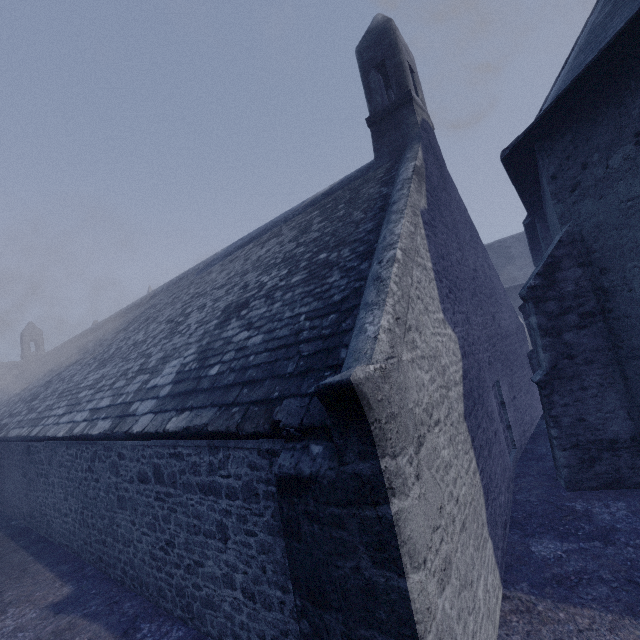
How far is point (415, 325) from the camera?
3.7m
